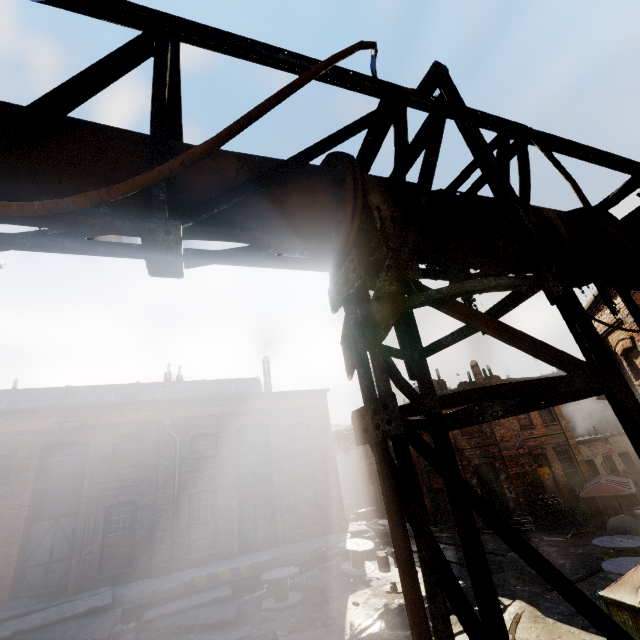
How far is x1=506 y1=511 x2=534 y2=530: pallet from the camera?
16.9 meters

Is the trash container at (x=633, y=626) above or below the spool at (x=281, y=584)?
above

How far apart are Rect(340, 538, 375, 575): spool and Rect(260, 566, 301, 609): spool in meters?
2.2

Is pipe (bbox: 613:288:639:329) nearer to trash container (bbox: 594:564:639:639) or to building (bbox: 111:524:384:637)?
trash container (bbox: 594:564:639:639)

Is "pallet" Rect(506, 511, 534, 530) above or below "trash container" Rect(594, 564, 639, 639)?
below

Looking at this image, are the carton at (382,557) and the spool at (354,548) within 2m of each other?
yes

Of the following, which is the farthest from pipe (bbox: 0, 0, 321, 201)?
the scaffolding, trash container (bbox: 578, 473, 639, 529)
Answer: trash container (bbox: 578, 473, 639, 529)

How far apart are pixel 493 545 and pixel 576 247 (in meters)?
17.38
